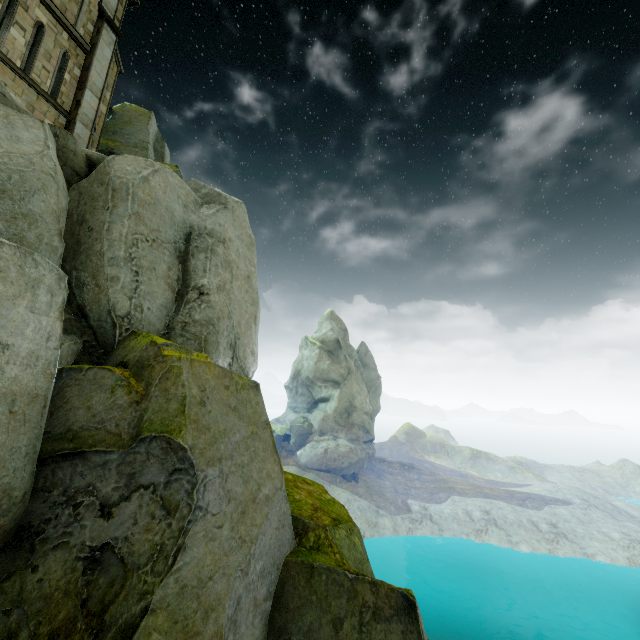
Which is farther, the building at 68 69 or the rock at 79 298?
the building at 68 69

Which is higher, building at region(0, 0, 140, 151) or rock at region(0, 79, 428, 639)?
building at region(0, 0, 140, 151)

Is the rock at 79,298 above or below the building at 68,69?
below

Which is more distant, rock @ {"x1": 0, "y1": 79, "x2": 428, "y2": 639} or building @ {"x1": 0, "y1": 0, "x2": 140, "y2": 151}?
building @ {"x1": 0, "y1": 0, "x2": 140, "y2": 151}

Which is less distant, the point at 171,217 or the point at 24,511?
the point at 24,511
